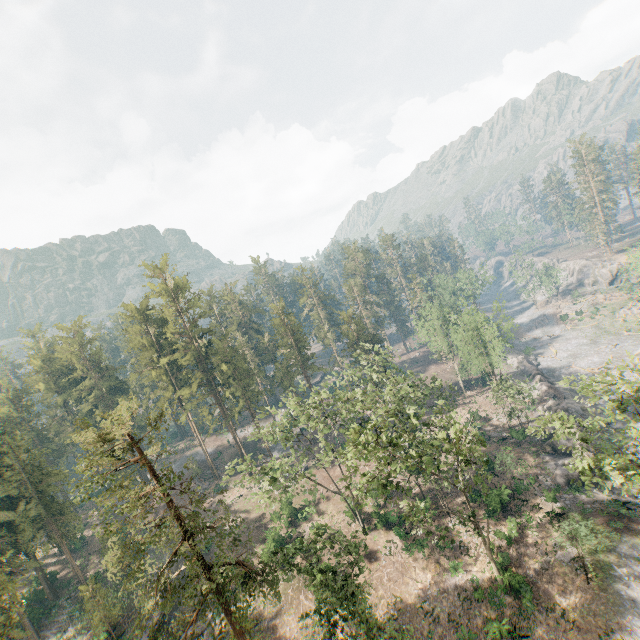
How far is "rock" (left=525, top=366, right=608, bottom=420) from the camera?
46.03m

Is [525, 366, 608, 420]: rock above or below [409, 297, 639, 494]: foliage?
below

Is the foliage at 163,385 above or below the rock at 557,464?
above

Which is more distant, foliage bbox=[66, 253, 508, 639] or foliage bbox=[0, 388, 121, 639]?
foliage bbox=[0, 388, 121, 639]

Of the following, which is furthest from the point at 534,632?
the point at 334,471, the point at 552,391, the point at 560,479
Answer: the point at 552,391

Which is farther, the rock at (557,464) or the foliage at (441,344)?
the rock at (557,464)

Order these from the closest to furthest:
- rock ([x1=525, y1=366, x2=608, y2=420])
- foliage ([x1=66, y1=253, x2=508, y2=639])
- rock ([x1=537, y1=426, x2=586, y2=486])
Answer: foliage ([x1=66, y1=253, x2=508, y2=639]) → rock ([x1=537, y1=426, x2=586, y2=486]) → rock ([x1=525, y1=366, x2=608, y2=420])
